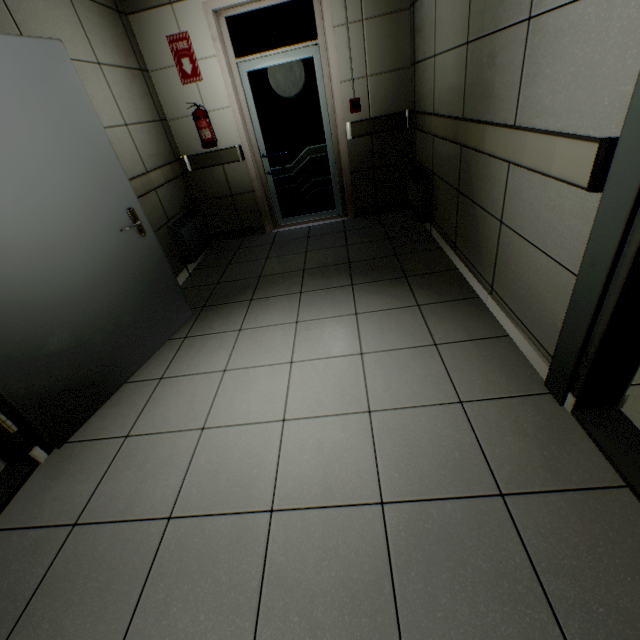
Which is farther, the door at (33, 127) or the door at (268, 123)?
the door at (268, 123)

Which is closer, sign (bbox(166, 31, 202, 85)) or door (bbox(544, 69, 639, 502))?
door (bbox(544, 69, 639, 502))

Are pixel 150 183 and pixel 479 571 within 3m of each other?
no

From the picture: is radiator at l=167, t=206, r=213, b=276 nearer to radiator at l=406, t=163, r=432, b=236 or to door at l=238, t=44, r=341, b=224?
door at l=238, t=44, r=341, b=224

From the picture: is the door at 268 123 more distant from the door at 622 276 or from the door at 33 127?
the door at 622 276

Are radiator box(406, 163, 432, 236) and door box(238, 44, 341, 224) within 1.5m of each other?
yes

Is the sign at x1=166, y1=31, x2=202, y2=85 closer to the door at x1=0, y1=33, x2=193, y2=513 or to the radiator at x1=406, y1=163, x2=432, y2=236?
the door at x1=0, y1=33, x2=193, y2=513

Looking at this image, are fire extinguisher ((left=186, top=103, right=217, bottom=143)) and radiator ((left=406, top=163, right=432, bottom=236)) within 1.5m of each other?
no
